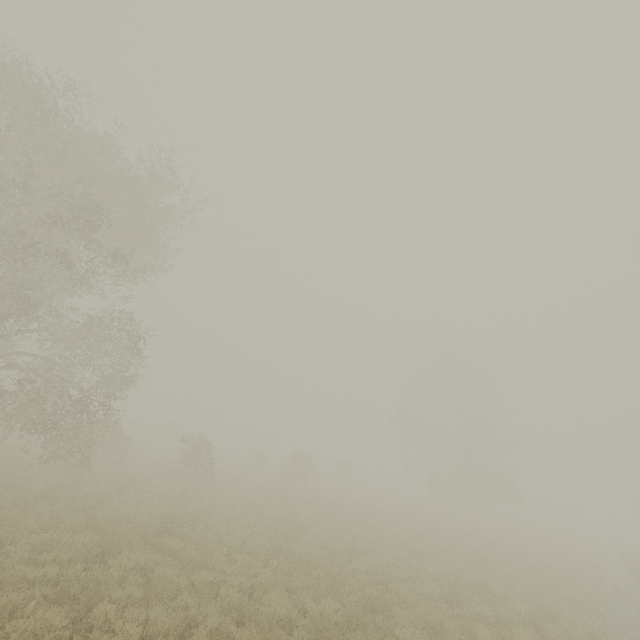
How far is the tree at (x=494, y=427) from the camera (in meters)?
34.12

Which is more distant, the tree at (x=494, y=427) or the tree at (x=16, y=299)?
the tree at (x=494, y=427)

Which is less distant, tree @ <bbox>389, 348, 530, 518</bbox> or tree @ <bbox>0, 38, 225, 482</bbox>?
tree @ <bbox>0, 38, 225, 482</bbox>

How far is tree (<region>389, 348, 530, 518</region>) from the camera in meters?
34.1 m

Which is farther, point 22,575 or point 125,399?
point 125,399
